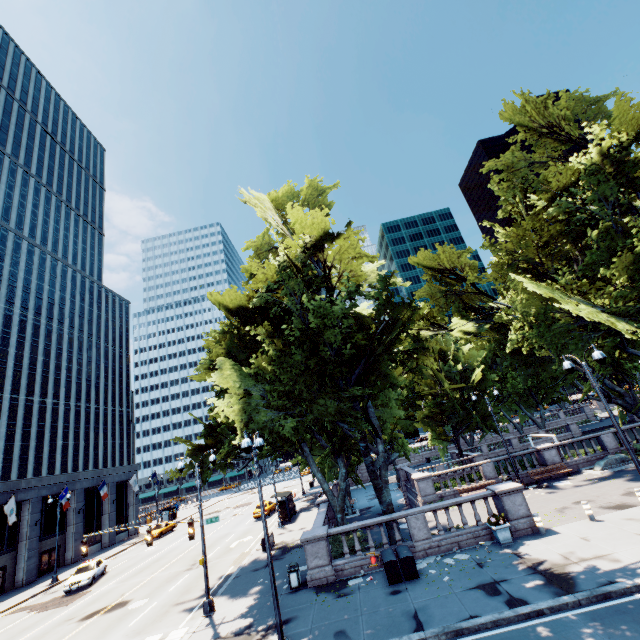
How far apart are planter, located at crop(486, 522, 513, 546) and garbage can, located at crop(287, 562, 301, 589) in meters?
9.7

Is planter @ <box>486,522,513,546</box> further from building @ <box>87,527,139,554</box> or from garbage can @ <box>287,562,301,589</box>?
building @ <box>87,527,139,554</box>

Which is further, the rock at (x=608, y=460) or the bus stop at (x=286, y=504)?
the bus stop at (x=286, y=504)

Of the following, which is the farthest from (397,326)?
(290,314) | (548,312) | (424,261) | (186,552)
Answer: (186,552)

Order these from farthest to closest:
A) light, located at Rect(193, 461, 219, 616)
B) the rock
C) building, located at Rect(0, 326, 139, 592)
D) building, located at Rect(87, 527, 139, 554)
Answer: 1. building, located at Rect(87, 527, 139, 554)
2. building, located at Rect(0, 326, 139, 592)
3. the rock
4. light, located at Rect(193, 461, 219, 616)

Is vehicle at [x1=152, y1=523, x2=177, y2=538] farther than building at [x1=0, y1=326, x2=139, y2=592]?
Yes

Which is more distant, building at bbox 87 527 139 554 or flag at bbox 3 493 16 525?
building at bbox 87 527 139 554

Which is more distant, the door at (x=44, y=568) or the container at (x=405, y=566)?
the door at (x=44, y=568)
